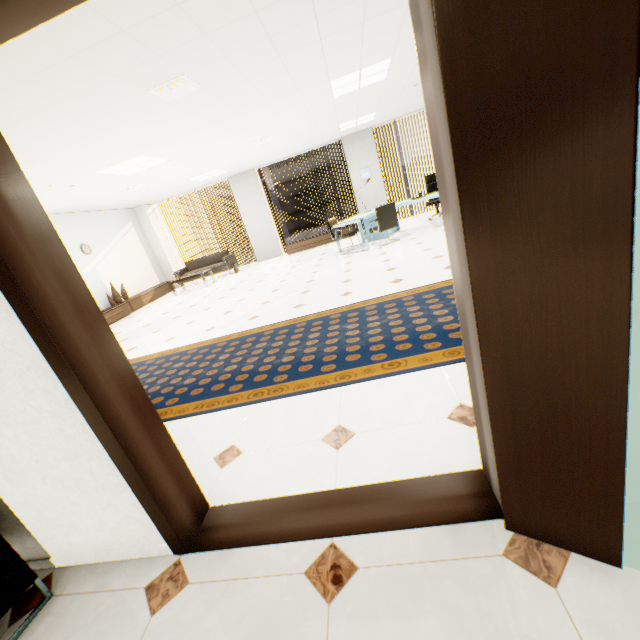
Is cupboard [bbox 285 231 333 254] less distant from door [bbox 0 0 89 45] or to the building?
door [bbox 0 0 89 45]

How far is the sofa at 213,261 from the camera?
10.7m

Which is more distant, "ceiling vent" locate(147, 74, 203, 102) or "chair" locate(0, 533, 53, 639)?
"ceiling vent" locate(147, 74, 203, 102)

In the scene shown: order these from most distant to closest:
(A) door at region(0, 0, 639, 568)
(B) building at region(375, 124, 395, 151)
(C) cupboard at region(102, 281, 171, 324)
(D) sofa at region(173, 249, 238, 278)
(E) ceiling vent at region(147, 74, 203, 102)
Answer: (B) building at region(375, 124, 395, 151) < (D) sofa at region(173, 249, 238, 278) < (C) cupboard at region(102, 281, 171, 324) < (E) ceiling vent at region(147, 74, 203, 102) < (A) door at region(0, 0, 639, 568)

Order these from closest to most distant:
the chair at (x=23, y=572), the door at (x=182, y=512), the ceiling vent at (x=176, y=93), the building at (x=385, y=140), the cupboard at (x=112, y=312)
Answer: the door at (x=182, y=512) → the chair at (x=23, y=572) → the ceiling vent at (x=176, y=93) → the cupboard at (x=112, y=312) → the building at (x=385, y=140)

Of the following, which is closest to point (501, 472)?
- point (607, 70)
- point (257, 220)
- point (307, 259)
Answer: point (607, 70)

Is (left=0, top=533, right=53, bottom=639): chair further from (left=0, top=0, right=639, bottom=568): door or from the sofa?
the sofa

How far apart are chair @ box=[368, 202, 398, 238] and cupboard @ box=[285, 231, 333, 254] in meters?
2.9 m
